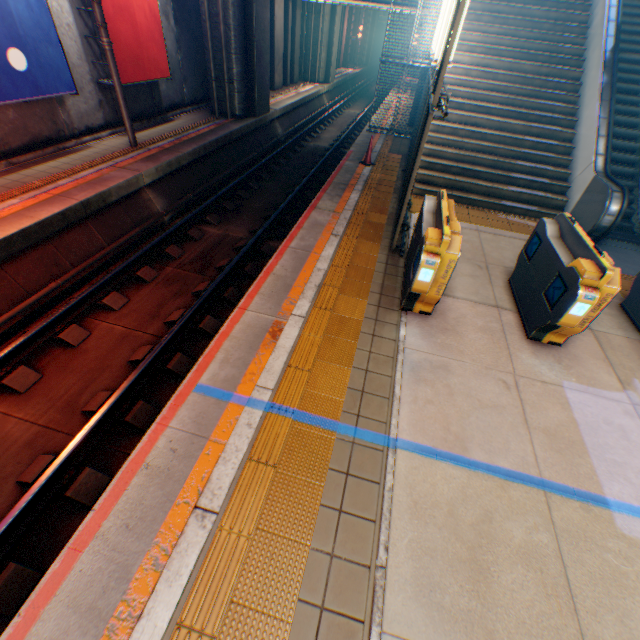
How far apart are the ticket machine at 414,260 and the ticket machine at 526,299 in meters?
1.4

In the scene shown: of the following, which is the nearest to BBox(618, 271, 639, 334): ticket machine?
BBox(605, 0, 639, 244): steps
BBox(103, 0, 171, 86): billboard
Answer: BBox(605, 0, 639, 244): steps

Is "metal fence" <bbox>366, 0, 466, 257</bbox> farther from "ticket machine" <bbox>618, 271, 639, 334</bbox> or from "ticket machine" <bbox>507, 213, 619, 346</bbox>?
"ticket machine" <bbox>618, 271, 639, 334</bbox>

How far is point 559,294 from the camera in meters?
4.4 m

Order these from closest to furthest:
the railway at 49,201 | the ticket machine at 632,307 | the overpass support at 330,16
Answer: the ticket machine at 632,307, the railway at 49,201, the overpass support at 330,16

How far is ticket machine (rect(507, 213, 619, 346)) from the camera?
4.0 meters

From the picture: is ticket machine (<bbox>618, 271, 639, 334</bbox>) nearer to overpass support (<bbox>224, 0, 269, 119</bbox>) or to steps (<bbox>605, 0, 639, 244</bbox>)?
steps (<bbox>605, 0, 639, 244</bbox>)

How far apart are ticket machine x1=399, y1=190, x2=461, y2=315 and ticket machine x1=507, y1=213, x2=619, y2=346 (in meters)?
1.43
